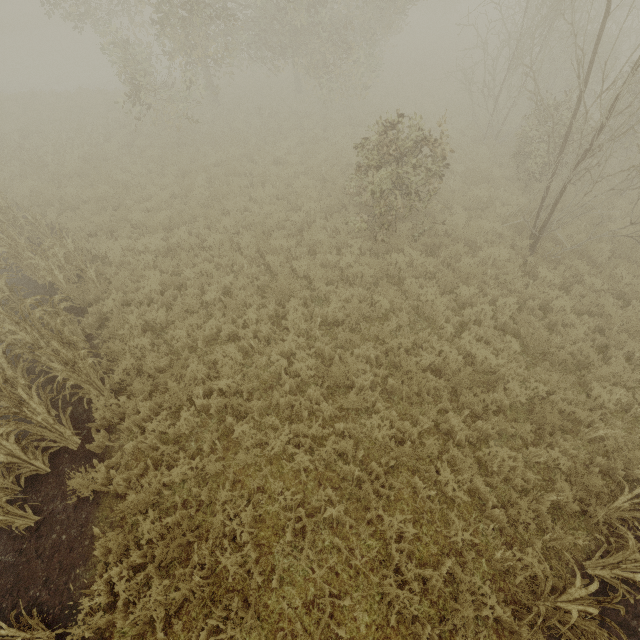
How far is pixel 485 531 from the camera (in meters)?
5.05
